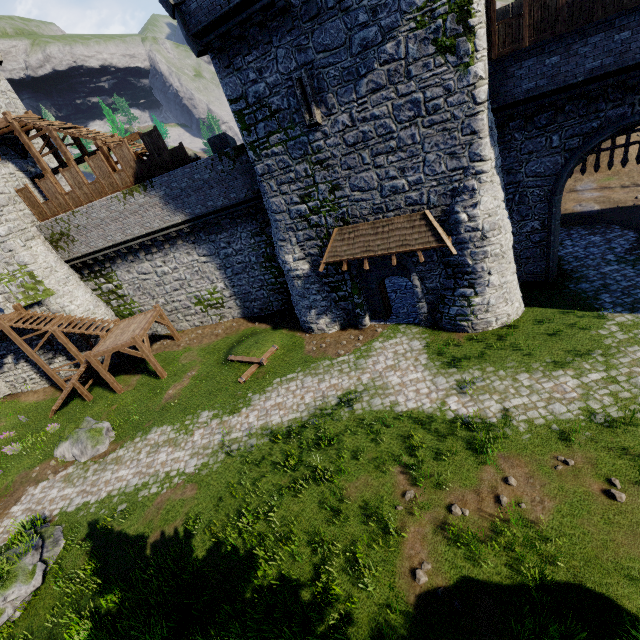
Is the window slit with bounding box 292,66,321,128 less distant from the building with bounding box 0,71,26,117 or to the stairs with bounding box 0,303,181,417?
the stairs with bounding box 0,303,181,417

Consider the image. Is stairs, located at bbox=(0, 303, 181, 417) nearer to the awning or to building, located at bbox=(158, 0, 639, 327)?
building, located at bbox=(158, 0, 639, 327)

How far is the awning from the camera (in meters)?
13.23

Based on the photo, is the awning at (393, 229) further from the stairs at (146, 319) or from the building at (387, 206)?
the stairs at (146, 319)

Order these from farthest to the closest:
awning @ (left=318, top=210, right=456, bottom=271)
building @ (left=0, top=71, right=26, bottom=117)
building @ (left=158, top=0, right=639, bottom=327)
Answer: building @ (left=0, top=71, right=26, bottom=117), awning @ (left=318, top=210, right=456, bottom=271), building @ (left=158, top=0, right=639, bottom=327)

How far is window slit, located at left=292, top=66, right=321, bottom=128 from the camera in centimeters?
1202cm

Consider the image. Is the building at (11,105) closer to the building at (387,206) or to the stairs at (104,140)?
the stairs at (104,140)

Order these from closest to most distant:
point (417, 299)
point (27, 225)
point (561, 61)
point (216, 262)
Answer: point (561, 61), point (417, 299), point (27, 225), point (216, 262)
